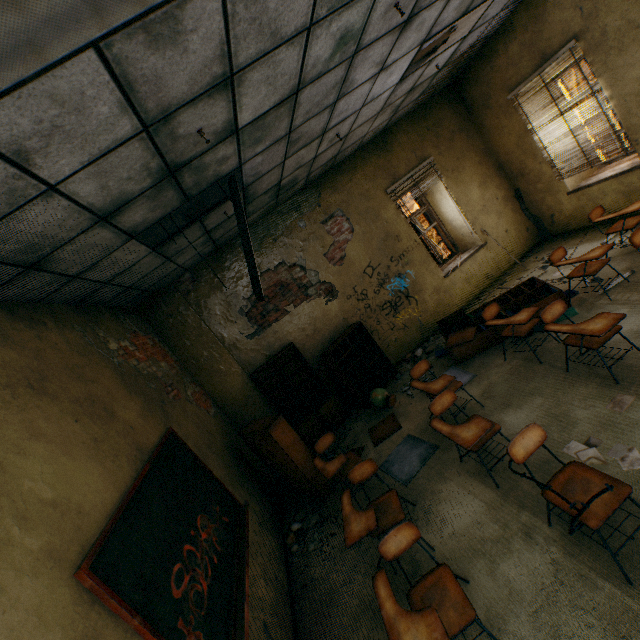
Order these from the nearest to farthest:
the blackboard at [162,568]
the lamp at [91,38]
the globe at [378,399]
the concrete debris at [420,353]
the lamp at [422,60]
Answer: the lamp at [91,38], the blackboard at [162,568], the lamp at [422,60], the globe at [378,399], the concrete debris at [420,353]

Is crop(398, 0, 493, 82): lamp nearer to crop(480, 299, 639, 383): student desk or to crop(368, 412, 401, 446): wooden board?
crop(480, 299, 639, 383): student desk

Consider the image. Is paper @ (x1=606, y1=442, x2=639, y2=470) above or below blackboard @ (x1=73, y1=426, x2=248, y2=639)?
below

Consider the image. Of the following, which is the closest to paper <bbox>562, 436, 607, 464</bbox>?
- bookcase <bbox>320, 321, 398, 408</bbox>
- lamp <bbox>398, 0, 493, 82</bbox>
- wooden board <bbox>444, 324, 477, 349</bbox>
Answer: wooden board <bbox>444, 324, 477, 349</bbox>

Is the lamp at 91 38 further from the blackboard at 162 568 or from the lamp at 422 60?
the lamp at 422 60

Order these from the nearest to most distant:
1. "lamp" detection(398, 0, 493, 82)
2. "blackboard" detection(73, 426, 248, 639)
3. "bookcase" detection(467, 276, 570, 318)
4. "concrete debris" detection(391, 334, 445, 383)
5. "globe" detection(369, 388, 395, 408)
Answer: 1. "blackboard" detection(73, 426, 248, 639)
2. "lamp" detection(398, 0, 493, 82)
3. "bookcase" detection(467, 276, 570, 318)
4. "globe" detection(369, 388, 395, 408)
5. "concrete debris" detection(391, 334, 445, 383)

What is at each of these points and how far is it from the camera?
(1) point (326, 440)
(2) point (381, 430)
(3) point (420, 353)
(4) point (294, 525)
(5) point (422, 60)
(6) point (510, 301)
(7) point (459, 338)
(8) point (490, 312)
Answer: (1) student desk, 4.4m
(2) wooden board, 5.0m
(3) concrete debris, 6.4m
(4) concrete debris, 4.4m
(5) lamp, 4.5m
(6) bookcase, 5.3m
(7) wooden board, 5.3m
(8) student desk, 4.5m

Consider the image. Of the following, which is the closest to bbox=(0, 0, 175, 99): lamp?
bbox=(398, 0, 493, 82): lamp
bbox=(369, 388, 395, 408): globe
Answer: bbox=(398, 0, 493, 82): lamp
